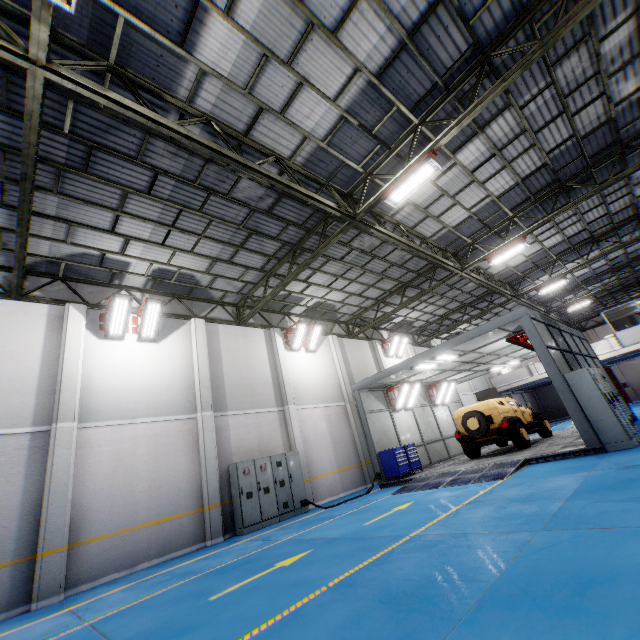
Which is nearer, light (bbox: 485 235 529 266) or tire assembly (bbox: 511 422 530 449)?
tire assembly (bbox: 511 422 530 449)

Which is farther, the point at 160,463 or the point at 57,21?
the point at 160,463

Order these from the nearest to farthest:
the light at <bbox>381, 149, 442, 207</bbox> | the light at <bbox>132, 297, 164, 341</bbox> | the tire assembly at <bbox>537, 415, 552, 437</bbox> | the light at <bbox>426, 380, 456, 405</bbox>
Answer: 1. the light at <bbox>381, 149, 442, 207</bbox>
2. the light at <bbox>132, 297, 164, 341</bbox>
3. the tire assembly at <bbox>537, 415, 552, 437</bbox>
4. the light at <bbox>426, 380, 456, 405</bbox>

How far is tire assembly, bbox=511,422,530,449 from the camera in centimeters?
1239cm

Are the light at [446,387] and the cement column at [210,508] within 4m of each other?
no

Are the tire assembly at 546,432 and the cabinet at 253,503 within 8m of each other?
no

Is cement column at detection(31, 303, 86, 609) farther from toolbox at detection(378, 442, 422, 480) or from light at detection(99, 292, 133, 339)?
toolbox at detection(378, 442, 422, 480)

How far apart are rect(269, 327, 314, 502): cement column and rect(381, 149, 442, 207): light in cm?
855
